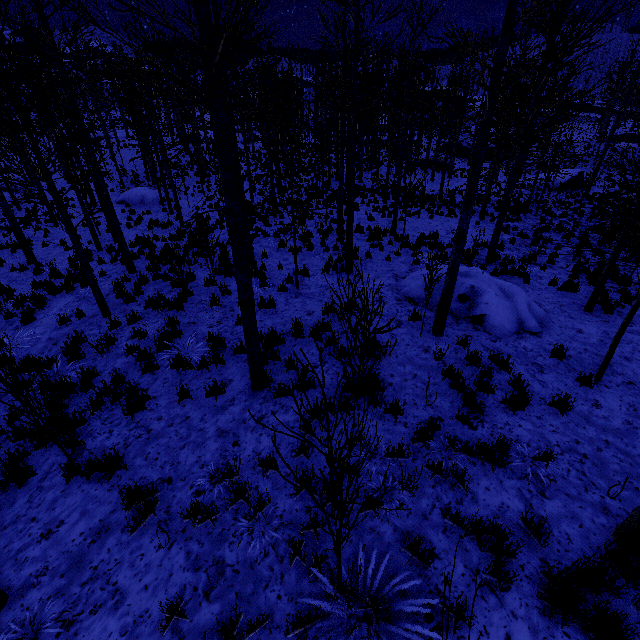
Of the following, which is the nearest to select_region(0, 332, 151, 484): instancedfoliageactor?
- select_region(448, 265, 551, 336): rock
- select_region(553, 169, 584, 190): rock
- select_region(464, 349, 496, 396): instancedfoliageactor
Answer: select_region(464, 349, 496, 396): instancedfoliageactor

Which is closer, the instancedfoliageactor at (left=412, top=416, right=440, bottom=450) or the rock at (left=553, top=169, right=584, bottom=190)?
the instancedfoliageactor at (left=412, top=416, right=440, bottom=450)

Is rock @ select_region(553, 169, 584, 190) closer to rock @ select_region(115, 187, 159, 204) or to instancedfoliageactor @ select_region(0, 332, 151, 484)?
instancedfoliageactor @ select_region(0, 332, 151, 484)

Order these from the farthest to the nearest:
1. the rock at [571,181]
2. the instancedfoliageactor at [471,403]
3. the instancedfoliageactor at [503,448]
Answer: the rock at [571,181], the instancedfoliageactor at [471,403], the instancedfoliageactor at [503,448]

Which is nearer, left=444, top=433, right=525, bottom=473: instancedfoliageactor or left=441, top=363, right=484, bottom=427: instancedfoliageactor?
left=444, top=433, right=525, bottom=473: instancedfoliageactor

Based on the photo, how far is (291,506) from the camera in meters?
4.1 m

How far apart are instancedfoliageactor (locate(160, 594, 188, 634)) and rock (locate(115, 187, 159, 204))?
24.18m

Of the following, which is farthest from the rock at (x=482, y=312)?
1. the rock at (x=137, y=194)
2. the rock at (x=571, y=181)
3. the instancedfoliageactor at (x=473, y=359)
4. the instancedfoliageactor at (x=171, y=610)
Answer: the rock at (x=571, y=181)
